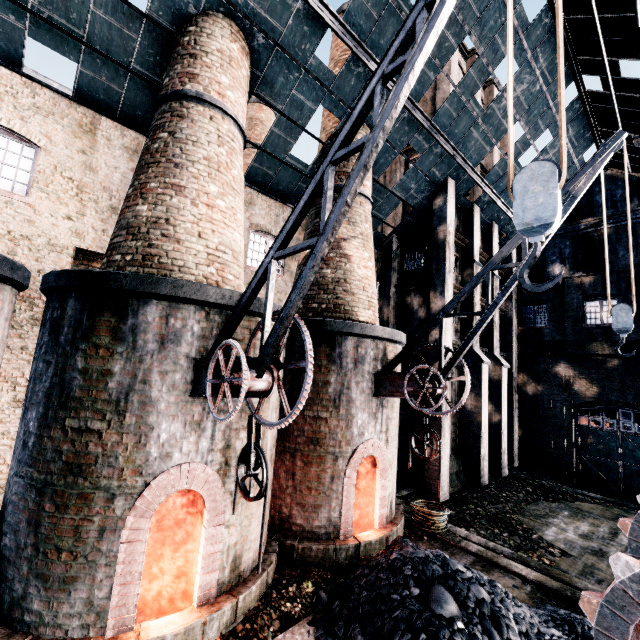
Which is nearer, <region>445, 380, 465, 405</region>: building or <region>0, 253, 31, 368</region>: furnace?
<region>0, 253, 31, 368</region>: furnace

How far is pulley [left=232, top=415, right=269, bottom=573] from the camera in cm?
556

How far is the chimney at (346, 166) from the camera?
13.03m

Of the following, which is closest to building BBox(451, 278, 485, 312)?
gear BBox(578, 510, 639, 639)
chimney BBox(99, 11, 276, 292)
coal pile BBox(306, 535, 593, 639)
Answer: chimney BBox(99, 11, 276, 292)

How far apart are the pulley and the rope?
9.2 meters

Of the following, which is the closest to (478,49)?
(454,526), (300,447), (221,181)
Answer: (221,181)

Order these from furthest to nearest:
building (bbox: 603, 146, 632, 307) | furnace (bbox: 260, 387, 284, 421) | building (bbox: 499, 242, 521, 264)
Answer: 1. building (bbox: 499, 242, 521, 264)
2. building (bbox: 603, 146, 632, 307)
3. furnace (bbox: 260, 387, 284, 421)

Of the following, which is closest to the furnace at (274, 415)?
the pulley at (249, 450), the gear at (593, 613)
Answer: the pulley at (249, 450)
